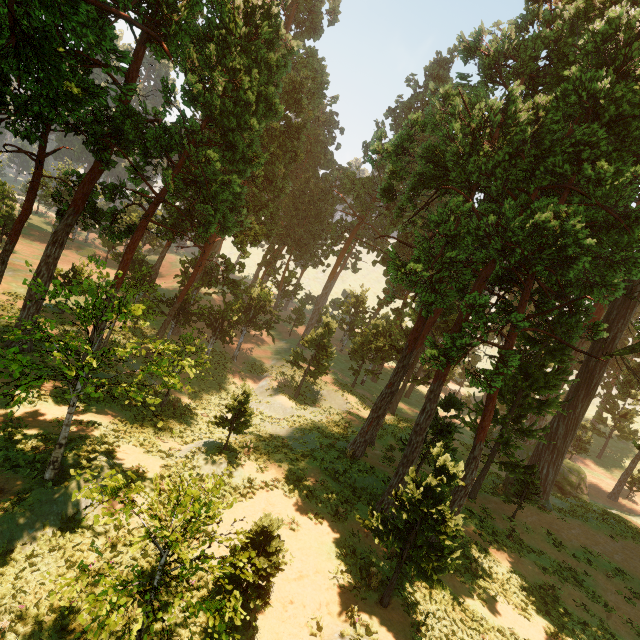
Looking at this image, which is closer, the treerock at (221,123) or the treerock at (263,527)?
the treerock at (263,527)

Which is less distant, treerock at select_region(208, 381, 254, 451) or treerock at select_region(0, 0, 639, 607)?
treerock at select_region(0, 0, 639, 607)

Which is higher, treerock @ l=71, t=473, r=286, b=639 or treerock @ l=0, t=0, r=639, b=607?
treerock @ l=0, t=0, r=639, b=607

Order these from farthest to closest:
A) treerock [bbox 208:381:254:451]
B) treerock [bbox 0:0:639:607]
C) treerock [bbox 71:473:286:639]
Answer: treerock [bbox 208:381:254:451]
treerock [bbox 0:0:639:607]
treerock [bbox 71:473:286:639]

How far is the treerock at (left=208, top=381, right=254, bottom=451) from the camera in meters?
15.5

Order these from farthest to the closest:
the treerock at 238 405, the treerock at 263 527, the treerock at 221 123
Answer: the treerock at 238 405
the treerock at 221 123
the treerock at 263 527

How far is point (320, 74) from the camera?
39.28m
